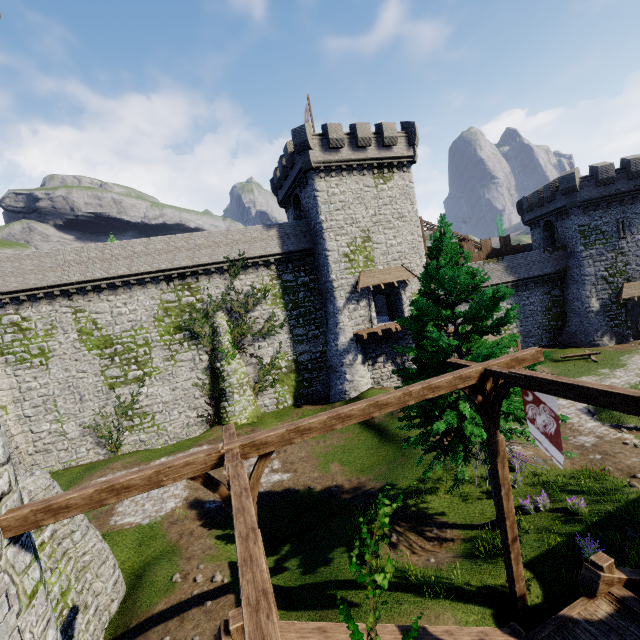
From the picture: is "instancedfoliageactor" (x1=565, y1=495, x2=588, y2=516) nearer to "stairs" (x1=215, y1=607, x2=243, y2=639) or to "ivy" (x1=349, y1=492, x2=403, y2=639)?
"stairs" (x1=215, y1=607, x2=243, y2=639)

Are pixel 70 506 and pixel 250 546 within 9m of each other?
yes

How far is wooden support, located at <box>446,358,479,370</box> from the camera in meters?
8.2 m

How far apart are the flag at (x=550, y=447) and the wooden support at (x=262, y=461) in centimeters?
510cm

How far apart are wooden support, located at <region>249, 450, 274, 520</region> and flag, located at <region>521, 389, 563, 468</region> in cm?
510

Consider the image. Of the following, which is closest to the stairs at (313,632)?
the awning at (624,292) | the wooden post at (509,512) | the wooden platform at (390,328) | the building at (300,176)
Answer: the wooden post at (509,512)

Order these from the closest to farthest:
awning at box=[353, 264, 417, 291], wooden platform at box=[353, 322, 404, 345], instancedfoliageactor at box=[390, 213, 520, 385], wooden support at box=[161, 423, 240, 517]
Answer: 1. wooden support at box=[161, 423, 240, 517]
2. instancedfoliageactor at box=[390, 213, 520, 385]
3. wooden platform at box=[353, 322, 404, 345]
4. awning at box=[353, 264, 417, 291]
